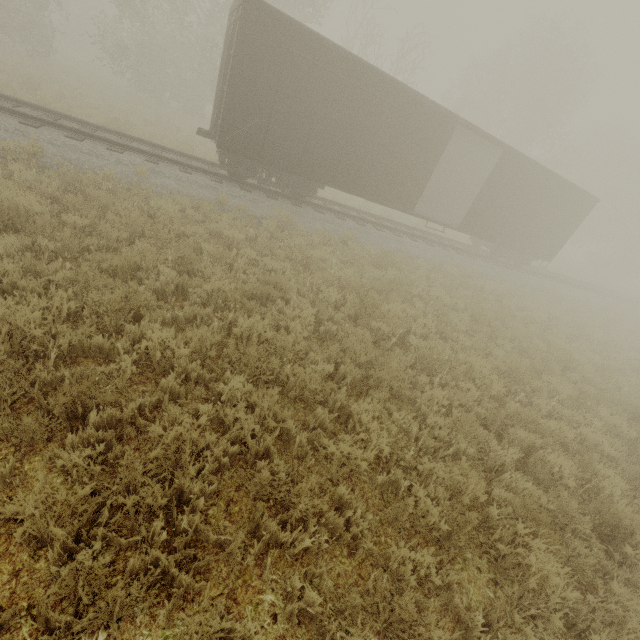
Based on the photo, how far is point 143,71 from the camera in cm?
2103
